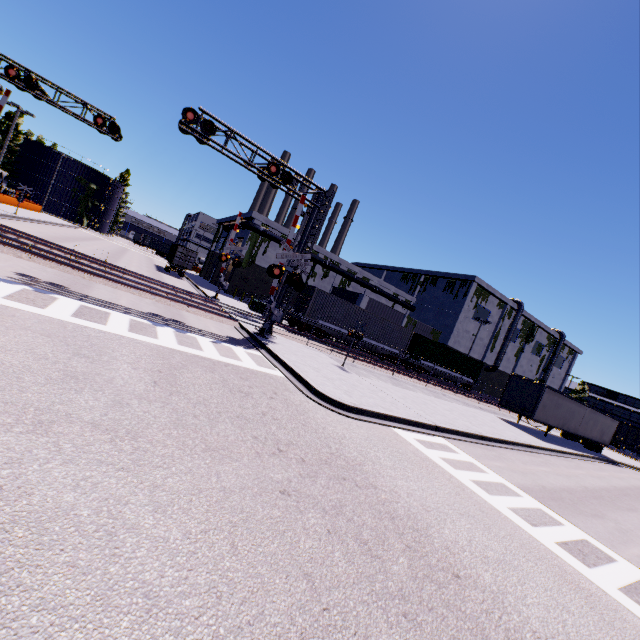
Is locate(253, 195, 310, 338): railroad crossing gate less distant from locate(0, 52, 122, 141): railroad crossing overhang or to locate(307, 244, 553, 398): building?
locate(307, 244, 553, 398): building

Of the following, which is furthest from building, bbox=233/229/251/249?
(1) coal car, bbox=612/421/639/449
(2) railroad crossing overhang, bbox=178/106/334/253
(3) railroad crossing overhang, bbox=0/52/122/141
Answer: (3) railroad crossing overhang, bbox=0/52/122/141

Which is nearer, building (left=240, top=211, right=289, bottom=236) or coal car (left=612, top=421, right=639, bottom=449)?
building (left=240, top=211, right=289, bottom=236)

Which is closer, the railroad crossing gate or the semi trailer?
the railroad crossing gate

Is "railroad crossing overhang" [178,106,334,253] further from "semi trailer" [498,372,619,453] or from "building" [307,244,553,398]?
"semi trailer" [498,372,619,453]

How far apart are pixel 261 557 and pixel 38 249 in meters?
19.0

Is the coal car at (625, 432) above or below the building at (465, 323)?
below

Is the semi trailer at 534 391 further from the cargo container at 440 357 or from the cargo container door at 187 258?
the cargo container door at 187 258
